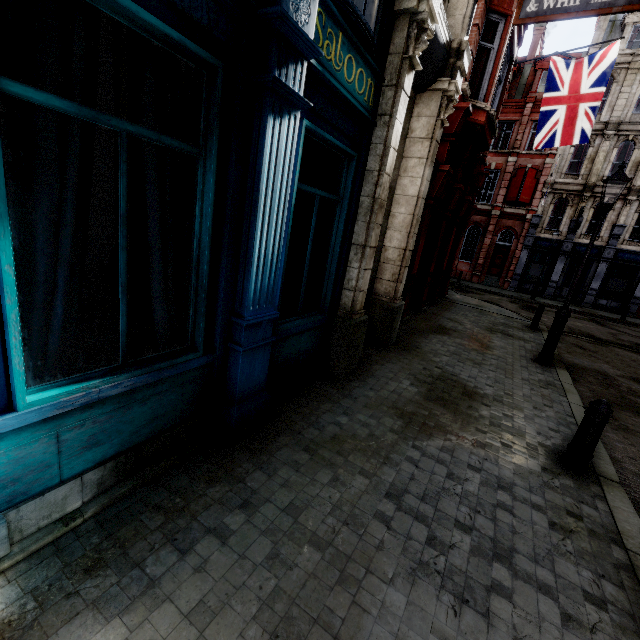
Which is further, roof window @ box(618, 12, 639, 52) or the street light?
roof window @ box(618, 12, 639, 52)

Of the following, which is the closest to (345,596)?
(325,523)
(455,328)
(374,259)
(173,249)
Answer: (325,523)

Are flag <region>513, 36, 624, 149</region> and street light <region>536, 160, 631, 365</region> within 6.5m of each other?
yes

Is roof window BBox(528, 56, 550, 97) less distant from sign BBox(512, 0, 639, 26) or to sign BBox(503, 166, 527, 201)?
sign BBox(503, 166, 527, 201)

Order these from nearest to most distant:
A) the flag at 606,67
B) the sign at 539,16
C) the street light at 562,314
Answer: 1. the sign at 539,16
2. the street light at 562,314
3. the flag at 606,67

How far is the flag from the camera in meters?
10.5 m

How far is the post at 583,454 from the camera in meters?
3.9

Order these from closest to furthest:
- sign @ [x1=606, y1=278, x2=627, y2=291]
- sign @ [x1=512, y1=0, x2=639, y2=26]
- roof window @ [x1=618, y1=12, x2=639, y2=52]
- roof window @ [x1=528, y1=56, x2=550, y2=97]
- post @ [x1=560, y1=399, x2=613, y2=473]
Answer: post @ [x1=560, y1=399, x2=613, y2=473], sign @ [x1=512, y1=0, x2=639, y2=26], roof window @ [x1=618, y1=12, x2=639, y2=52], sign @ [x1=606, y1=278, x2=627, y2=291], roof window @ [x1=528, y1=56, x2=550, y2=97]
